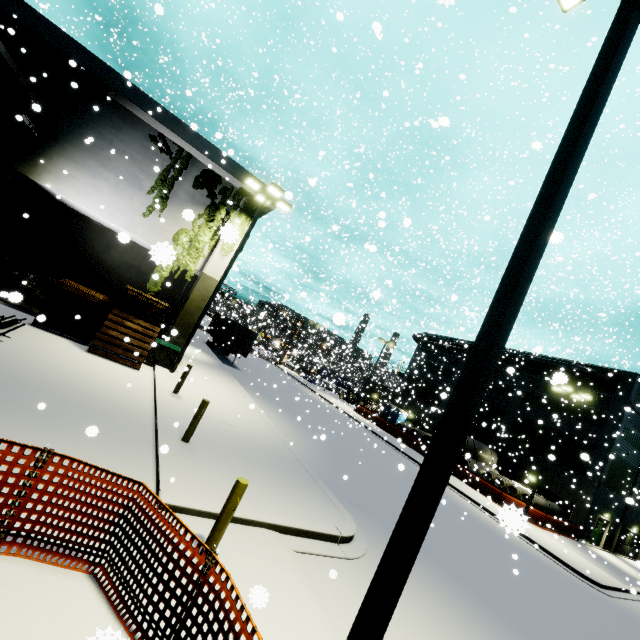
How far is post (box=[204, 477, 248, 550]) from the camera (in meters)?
4.95

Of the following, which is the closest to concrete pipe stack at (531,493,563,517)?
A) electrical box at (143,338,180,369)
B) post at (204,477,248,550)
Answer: electrical box at (143,338,180,369)

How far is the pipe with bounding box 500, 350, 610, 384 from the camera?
29.1 meters

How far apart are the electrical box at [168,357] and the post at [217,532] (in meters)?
11.21

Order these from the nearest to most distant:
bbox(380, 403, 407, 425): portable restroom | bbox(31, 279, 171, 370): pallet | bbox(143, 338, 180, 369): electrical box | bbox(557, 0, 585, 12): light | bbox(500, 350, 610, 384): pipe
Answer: bbox(557, 0, 585, 12): light → bbox(31, 279, 171, 370): pallet → bbox(143, 338, 180, 369): electrical box → bbox(500, 350, 610, 384): pipe → bbox(380, 403, 407, 425): portable restroom

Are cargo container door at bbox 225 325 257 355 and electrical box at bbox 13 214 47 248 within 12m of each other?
no

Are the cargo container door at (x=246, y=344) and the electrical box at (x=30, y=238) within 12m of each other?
no

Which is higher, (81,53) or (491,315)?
(81,53)
